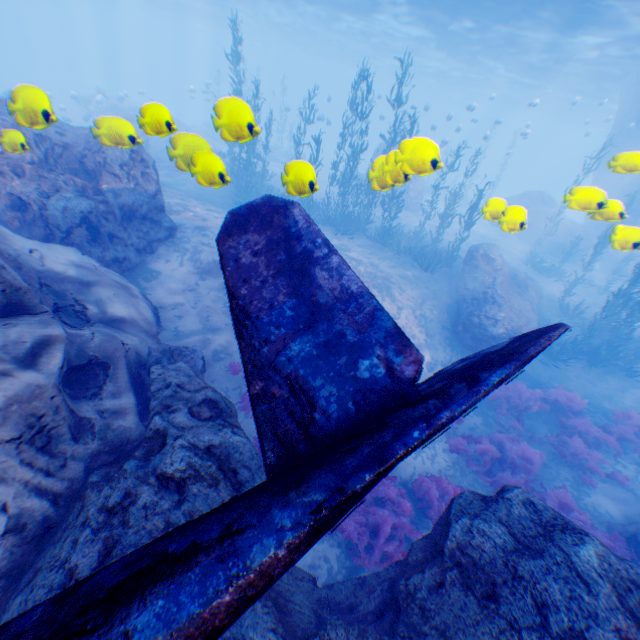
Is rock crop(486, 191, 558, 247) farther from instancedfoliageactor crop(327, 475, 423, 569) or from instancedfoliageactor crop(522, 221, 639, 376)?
instancedfoliageactor crop(522, 221, 639, 376)

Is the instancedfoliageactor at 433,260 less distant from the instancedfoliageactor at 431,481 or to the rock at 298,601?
the rock at 298,601

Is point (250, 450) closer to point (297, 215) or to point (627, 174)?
point (297, 215)

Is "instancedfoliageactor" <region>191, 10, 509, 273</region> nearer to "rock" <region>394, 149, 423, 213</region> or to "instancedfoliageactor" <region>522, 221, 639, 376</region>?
"rock" <region>394, 149, 423, 213</region>

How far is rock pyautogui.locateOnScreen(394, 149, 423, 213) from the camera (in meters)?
4.75

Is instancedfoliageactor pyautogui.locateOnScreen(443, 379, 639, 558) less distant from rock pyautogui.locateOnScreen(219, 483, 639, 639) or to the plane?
rock pyautogui.locateOnScreen(219, 483, 639, 639)
